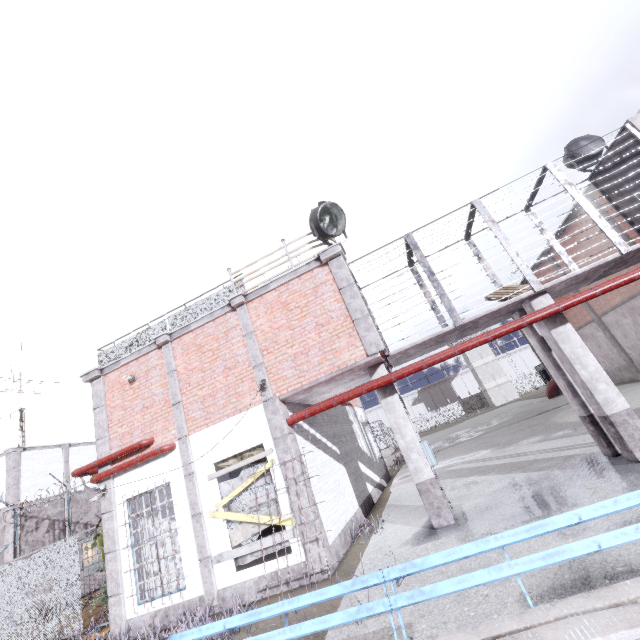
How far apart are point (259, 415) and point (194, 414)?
2.09m

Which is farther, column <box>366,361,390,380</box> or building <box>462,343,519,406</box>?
building <box>462,343,519,406</box>

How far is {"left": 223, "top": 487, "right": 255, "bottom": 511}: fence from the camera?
8.2 meters

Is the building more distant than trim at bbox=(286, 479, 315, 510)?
Yes

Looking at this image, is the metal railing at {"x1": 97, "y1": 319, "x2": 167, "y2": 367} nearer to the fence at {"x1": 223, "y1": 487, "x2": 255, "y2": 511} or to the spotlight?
the fence at {"x1": 223, "y1": 487, "x2": 255, "y2": 511}

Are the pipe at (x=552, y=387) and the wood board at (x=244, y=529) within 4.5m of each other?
no

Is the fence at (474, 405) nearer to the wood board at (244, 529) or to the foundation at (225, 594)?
the wood board at (244, 529)
